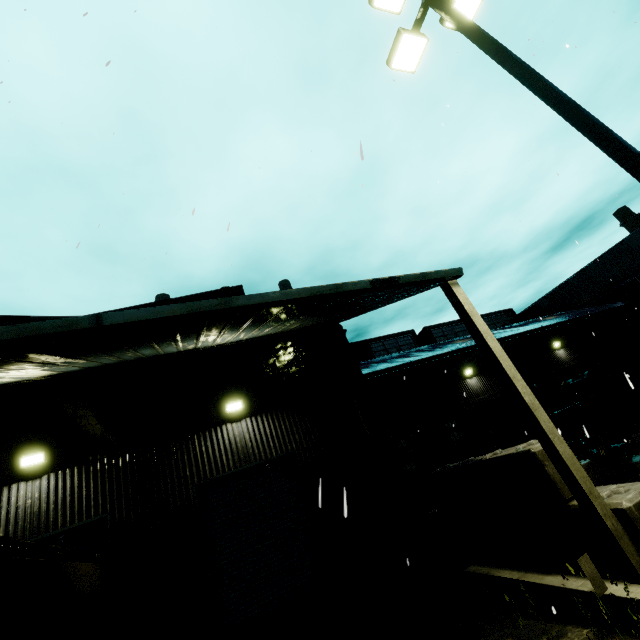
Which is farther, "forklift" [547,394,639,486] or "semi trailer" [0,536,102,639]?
"forklift" [547,394,639,486]

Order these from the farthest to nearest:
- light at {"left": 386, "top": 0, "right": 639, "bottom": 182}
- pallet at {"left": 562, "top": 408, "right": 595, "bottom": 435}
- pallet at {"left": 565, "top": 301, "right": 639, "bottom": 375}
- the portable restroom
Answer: the portable restroom
pallet at {"left": 562, "top": 408, "right": 595, "bottom": 435}
pallet at {"left": 565, "top": 301, "right": 639, "bottom": 375}
light at {"left": 386, "top": 0, "right": 639, "bottom": 182}

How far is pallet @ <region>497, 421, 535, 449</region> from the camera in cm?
1419

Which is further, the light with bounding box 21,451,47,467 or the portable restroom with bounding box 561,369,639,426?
the portable restroom with bounding box 561,369,639,426

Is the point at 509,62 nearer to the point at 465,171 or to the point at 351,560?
the point at 465,171

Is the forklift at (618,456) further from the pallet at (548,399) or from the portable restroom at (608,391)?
the portable restroom at (608,391)

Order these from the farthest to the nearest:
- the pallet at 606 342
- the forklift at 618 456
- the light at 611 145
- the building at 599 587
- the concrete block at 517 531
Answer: the pallet at 606 342, the forklift at 618 456, the concrete block at 517 531, the building at 599 587, the light at 611 145

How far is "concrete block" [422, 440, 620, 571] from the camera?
5.6 meters
